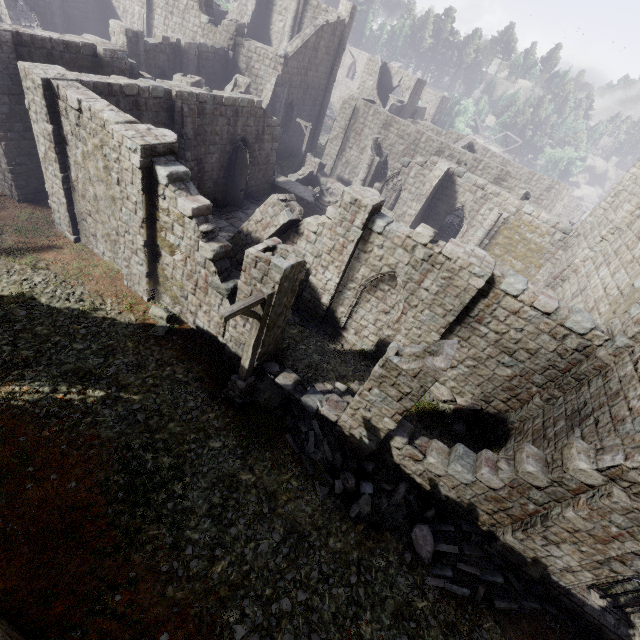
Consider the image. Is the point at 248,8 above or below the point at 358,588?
above

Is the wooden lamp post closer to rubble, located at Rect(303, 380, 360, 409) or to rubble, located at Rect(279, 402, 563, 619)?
rubble, located at Rect(279, 402, 563, 619)

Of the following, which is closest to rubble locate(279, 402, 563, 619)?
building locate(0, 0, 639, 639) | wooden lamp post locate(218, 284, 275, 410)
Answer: building locate(0, 0, 639, 639)

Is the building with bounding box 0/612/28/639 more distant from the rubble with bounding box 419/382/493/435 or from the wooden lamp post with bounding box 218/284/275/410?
the wooden lamp post with bounding box 218/284/275/410

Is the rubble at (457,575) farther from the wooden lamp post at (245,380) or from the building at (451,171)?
the wooden lamp post at (245,380)

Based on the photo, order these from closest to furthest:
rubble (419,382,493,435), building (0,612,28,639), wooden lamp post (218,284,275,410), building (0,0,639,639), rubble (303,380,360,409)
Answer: building (0,612,28,639), wooden lamp post (218,284,275,410), building (0,0,639,639), rubble (303,380,360,409), rubble (419,382,493,435)

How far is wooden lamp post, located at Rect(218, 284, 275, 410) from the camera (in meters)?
7.21

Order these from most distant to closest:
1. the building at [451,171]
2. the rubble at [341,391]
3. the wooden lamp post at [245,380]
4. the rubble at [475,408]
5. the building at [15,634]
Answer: the rubble at [475,408] → the rubble at [341,391] → the building at [451,171] → the wooden lamp post at [245,380] → the building at [15,634]
